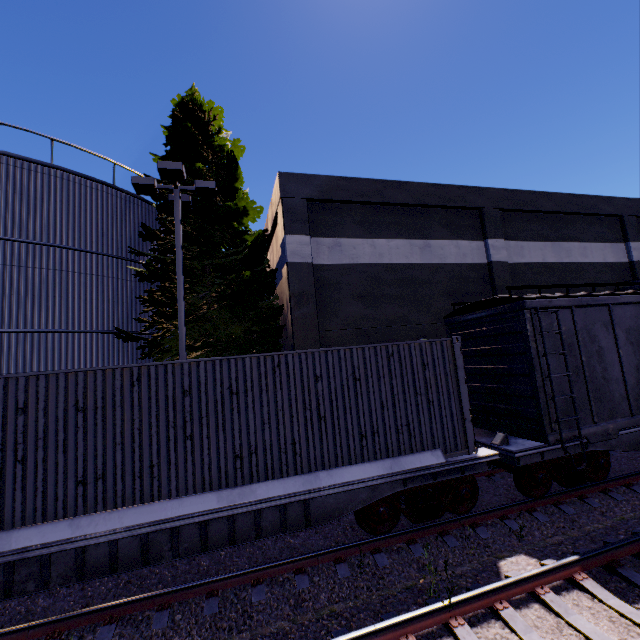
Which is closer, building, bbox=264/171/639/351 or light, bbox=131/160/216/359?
light, bbox=131/160/216/359

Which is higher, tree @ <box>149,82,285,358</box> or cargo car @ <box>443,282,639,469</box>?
tree @ <box>149,82,285,358</box>

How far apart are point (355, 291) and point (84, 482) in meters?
9.5 m

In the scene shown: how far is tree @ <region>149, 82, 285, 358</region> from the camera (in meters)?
11.55

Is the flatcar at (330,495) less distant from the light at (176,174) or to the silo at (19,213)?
the silo at (19,213)

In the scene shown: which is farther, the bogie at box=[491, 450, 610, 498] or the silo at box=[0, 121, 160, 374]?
the silo at box=[0, 121, 160, 374]

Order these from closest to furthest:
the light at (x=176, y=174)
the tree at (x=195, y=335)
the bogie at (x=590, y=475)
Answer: the bogie at (x=590, y=475)
the light at (x=176, y=174)
the tree at (x=195, y=335)

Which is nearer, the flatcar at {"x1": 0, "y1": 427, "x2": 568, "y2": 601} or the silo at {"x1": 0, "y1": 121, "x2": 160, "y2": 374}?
the flatcar at {"x1": 0, "y1": 427, "x2": 568, "y2": 601}
